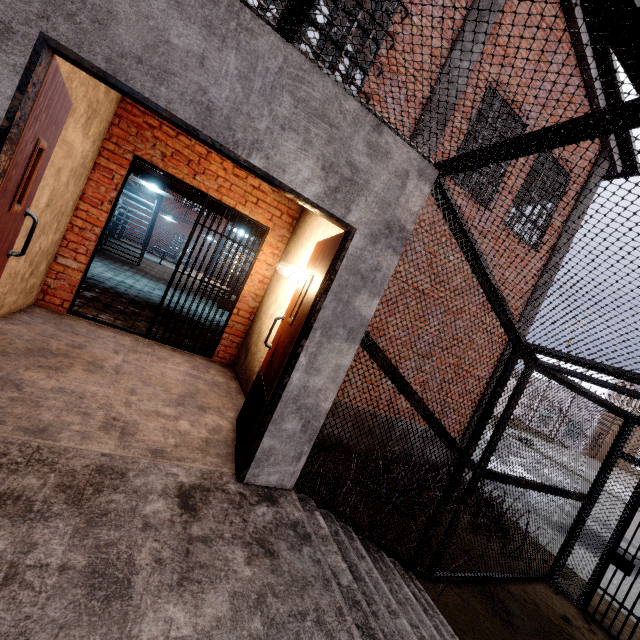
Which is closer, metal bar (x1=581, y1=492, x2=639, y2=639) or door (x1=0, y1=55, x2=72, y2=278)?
door (x1=0, y1=55, x2=72, y2=278)

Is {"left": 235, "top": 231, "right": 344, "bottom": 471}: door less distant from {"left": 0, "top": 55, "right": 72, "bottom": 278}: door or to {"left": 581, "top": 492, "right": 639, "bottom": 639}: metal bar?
{"left": 0, "top": 55, "right": 72, "bottom": 278}: door

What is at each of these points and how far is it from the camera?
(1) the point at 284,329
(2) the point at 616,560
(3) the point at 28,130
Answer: (1) door, 3.2m
(2) metal bar, 4.8m
(3) door, 1.8m

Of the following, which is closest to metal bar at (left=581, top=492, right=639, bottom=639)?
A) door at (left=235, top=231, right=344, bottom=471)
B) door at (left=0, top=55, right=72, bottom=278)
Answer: door at (left=235, top=231, right=344, bottom=471)

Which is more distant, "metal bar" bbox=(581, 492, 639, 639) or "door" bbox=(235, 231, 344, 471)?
"metal bar" bbox=(581, 492, 639, 639)

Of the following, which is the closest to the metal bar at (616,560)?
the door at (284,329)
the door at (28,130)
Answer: the door at (284,329)

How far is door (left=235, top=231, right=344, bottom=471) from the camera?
2.67m

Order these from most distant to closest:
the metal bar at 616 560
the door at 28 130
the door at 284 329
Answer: the metal bar at 616 560 → the door at 284 329 → the door at 28 130
